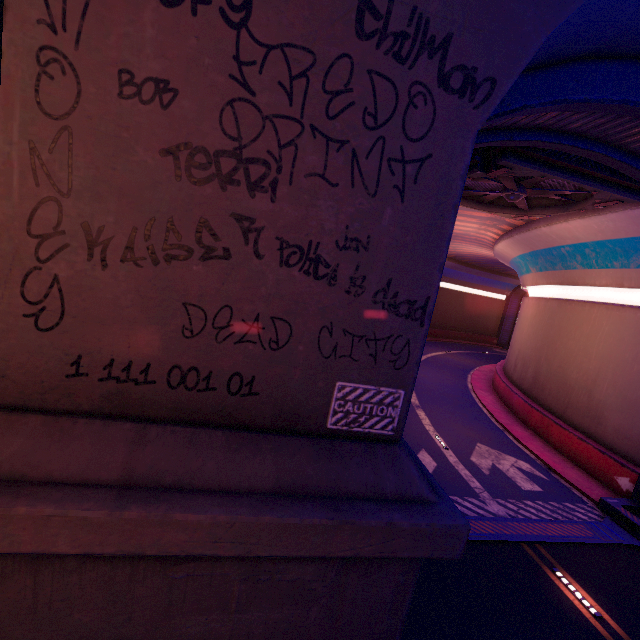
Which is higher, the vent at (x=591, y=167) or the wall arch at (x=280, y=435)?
the vent at (x=591, y=167)

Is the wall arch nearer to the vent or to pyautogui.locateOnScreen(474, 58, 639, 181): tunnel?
pyautogui.locateOnScreen(474, 58, 639, 181): tunnel

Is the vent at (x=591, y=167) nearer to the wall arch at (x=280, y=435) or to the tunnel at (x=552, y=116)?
the tunnel at (x=552, y=116)

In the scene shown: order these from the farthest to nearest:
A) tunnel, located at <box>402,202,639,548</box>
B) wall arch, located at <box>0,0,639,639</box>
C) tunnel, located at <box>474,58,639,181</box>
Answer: tunnel, located at <box>402,202,639,548</box>
tunnel, located at <box>474,58,639,181</box>
wall arch, located at <box>0,0,639,639</box>

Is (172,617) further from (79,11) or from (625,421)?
(625,421)

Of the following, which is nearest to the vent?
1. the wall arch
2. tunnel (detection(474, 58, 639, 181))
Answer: tunnel (detection(474, 58, 639, 181))
